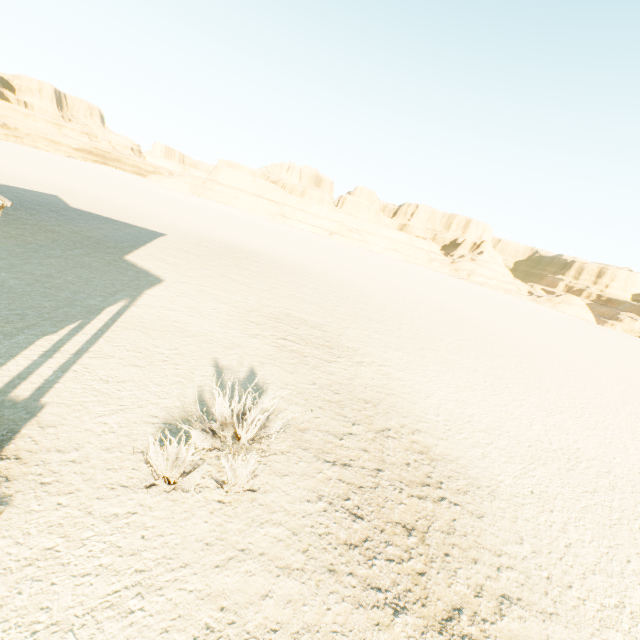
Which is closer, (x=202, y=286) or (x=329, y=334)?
(x=329, y=334)
